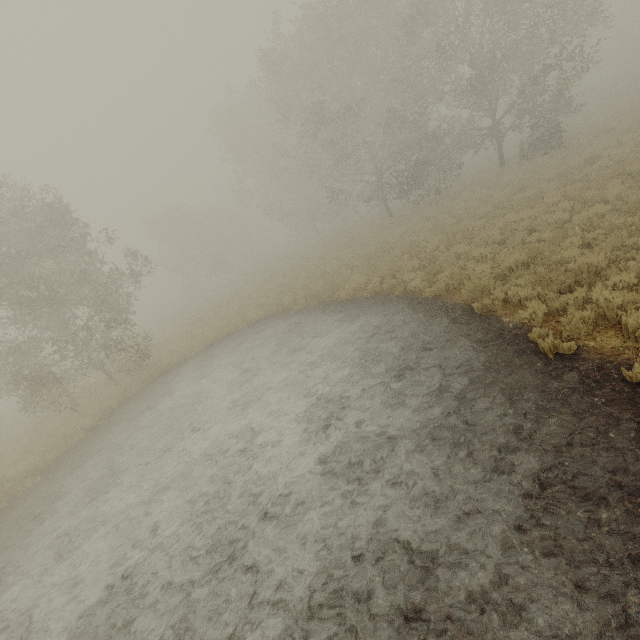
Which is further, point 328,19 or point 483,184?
point 483,184
